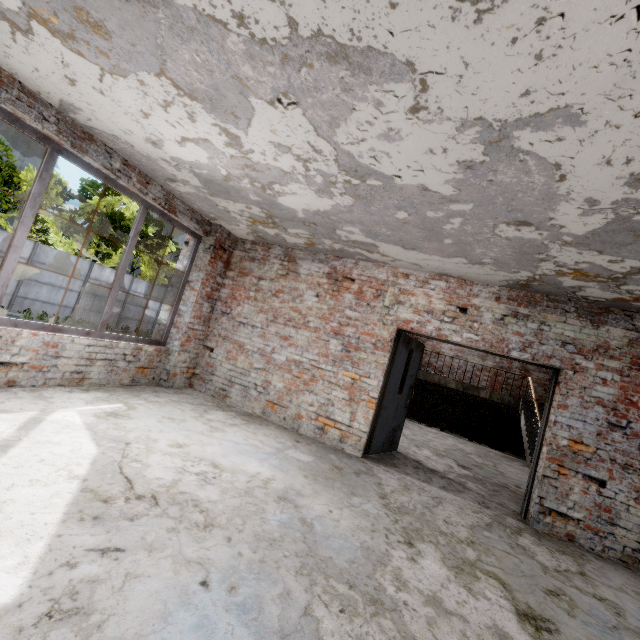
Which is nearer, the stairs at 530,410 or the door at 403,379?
the door at 403,379

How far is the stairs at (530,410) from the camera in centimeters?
929cm

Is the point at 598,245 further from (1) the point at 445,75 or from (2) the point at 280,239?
(2) the point at 280,239

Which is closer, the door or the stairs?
the door

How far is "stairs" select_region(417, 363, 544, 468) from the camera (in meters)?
9.29

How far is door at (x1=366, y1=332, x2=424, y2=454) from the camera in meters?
5.5
